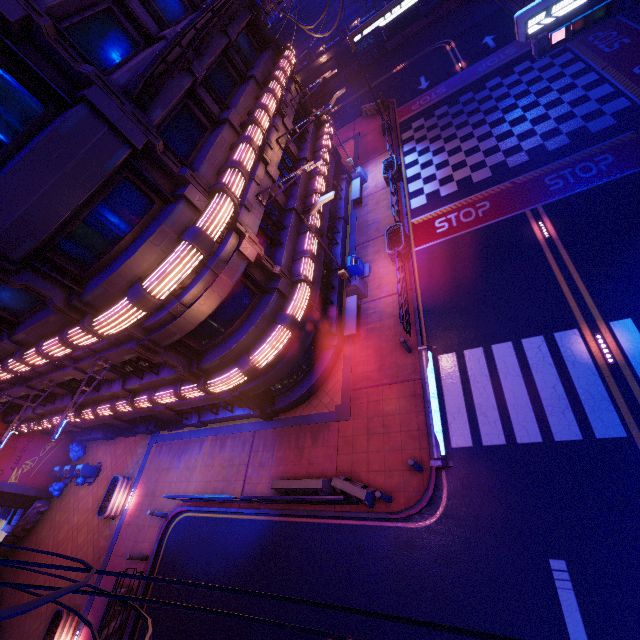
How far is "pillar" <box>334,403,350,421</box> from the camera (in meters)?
14.16

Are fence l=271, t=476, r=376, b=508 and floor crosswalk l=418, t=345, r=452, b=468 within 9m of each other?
yes

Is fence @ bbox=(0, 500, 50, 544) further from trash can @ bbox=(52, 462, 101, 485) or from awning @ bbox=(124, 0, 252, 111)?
awning @ bbox=(124, 0, 252, 111)

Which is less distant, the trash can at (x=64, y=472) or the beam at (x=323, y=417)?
the beam at (x=323, y=417)

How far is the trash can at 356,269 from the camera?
18.16m

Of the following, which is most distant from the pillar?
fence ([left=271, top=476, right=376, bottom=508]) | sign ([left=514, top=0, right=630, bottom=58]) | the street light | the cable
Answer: sign ([left=514, top=0, right=630, bottom=58])

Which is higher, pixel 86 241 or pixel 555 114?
pixel 86 241

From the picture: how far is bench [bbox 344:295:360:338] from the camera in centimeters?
1591cm
